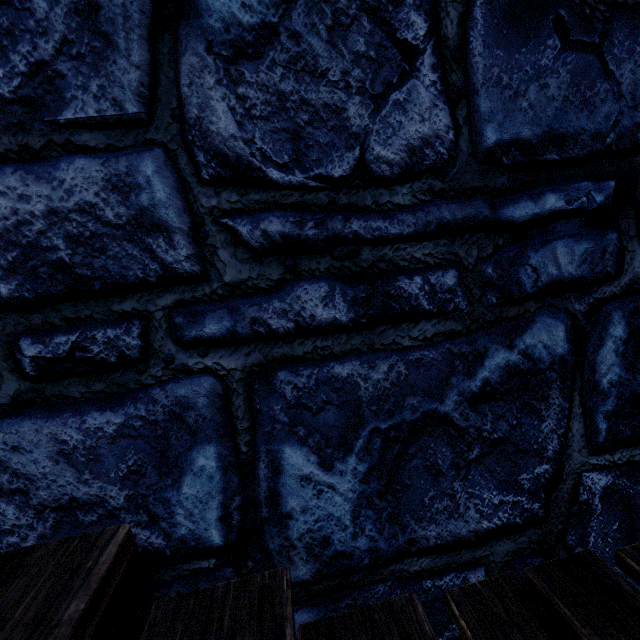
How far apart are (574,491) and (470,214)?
1.1 meters
